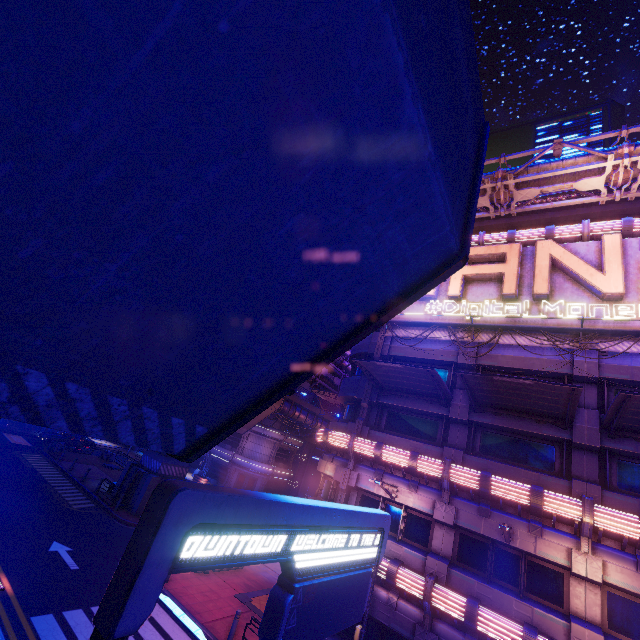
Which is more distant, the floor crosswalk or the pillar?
the pillar

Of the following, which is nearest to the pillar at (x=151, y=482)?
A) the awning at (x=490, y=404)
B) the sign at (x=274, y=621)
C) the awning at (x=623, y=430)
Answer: the awning at (x=490, y=404)

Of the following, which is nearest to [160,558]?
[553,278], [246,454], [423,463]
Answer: [423,463]

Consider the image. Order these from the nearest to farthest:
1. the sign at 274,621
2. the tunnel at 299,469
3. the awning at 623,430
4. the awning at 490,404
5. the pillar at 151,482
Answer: the sign at 274,621 < the awning at 623,430 < the awning at 490,404 < the pillar at 151,482 < the tunnel at 299,469

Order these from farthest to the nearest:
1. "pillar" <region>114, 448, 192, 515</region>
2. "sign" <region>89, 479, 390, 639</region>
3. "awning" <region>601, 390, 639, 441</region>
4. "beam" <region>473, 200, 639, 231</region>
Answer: "pillar" <region>114, 448, 192, 515</region> → "beam" <region>473, 200, 639, 231</region> → "awning" <region>601, 390, 639, 441</region> → "sign" <region>89, 479, 390, 639</region>

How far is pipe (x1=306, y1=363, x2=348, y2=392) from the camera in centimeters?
3037cm

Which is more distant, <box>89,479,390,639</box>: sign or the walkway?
<box>89,479,390,639</box>: sign

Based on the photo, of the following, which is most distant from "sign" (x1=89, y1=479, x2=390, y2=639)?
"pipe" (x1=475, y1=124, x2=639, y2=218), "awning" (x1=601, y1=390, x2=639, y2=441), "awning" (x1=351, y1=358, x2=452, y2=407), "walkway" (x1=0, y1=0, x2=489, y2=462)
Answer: "pipe" (x1=475, y1=124, x2=639, y2=218)
